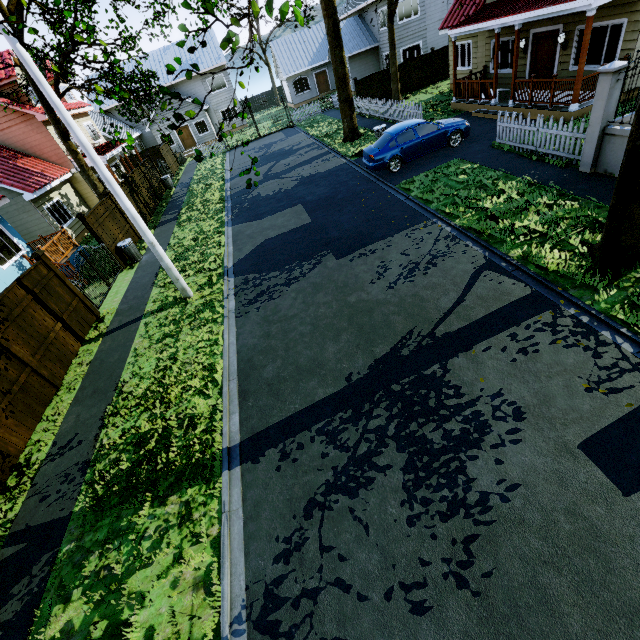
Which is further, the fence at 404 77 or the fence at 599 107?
the fence at 404 77

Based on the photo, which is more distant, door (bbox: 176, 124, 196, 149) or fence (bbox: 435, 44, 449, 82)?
door (bbox: 176, 124, 196, 149)

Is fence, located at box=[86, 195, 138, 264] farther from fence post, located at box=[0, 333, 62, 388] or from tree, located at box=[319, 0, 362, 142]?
tree, located at box=[319, 0, 362, 142]

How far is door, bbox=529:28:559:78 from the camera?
13.3m

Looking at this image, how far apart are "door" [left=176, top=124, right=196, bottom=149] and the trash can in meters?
27.2

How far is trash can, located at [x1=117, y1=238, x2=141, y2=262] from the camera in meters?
13.8 m

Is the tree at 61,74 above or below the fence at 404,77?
above

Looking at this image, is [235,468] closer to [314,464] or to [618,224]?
[314,464]
